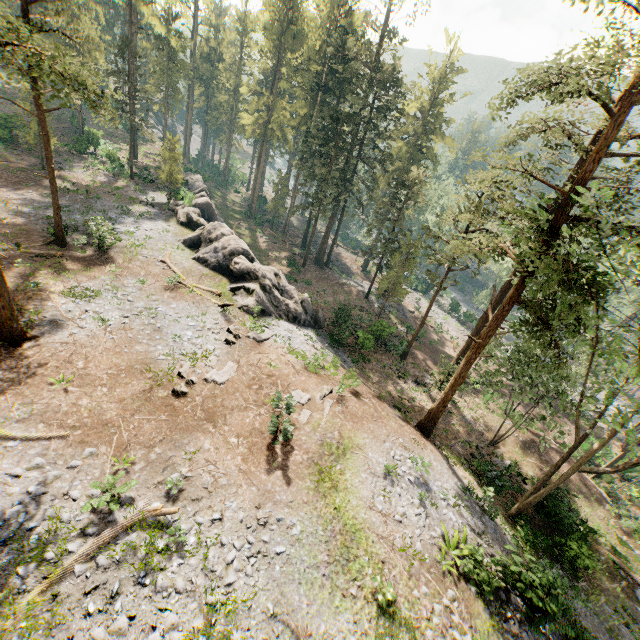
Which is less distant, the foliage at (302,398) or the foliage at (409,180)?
the foliage at (409,180)

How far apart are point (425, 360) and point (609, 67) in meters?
26.4

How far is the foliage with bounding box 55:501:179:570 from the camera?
9.7 meters

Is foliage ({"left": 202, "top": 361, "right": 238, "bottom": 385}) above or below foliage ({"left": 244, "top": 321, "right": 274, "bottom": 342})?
above

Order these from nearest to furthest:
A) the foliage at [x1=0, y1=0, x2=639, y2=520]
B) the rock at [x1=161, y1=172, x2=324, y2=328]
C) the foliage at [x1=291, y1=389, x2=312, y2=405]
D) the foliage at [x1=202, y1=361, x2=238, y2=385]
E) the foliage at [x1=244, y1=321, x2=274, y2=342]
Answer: the foliage at [x1=0, y1=0, x2=639, y2=520] < the foliage at [x1=202, y1=361, x2=238, y2=385] < the foliage at [x1=291, y1=389, x2=312, y2=405] < the foliage at [x1=244, y1=321, x2=274, y2=342] < the rock at [x1=161, y1=172, x2=324, y2=328]

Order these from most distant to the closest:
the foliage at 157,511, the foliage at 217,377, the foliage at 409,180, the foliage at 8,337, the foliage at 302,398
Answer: the foliage at 302,398 → the foliage at 217,377 → the foliage at 8,337 → the foliage at 409,180 → the foliage at 157,511
